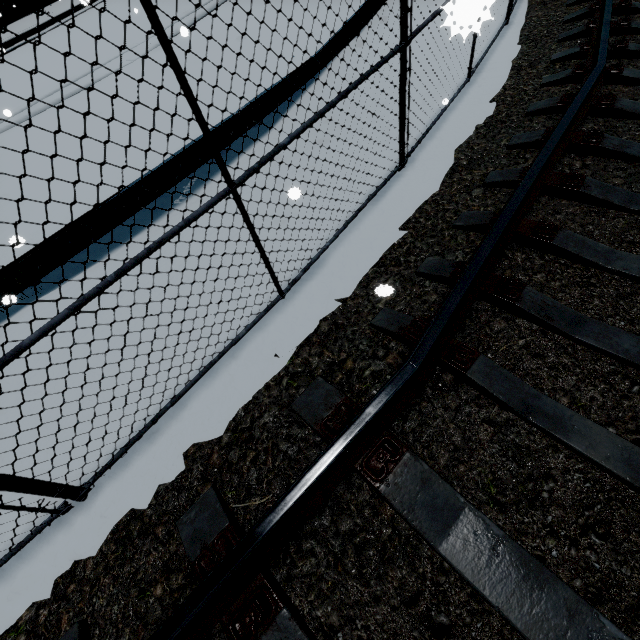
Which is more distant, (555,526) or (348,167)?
(348,167)
